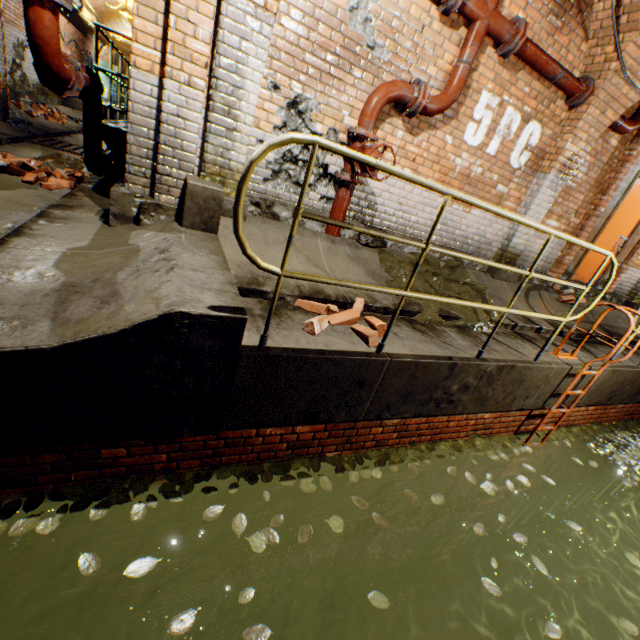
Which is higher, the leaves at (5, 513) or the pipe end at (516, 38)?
the pipe end at (516, 38)

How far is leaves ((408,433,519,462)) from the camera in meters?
3.5 m

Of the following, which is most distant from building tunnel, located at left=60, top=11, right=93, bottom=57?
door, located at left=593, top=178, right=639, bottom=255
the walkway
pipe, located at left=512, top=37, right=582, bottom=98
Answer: door, located at left=593, top=178, right=639, bottom=255

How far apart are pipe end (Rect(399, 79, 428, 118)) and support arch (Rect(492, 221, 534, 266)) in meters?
2.5 m

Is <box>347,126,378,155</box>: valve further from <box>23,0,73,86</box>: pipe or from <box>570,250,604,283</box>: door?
<box>570,250,604,283</box>: door

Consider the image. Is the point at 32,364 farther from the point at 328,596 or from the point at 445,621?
the point at 445,621

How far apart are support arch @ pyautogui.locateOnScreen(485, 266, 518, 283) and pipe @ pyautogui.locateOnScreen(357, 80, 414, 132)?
2.61m

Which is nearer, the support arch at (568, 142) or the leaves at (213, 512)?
the leaves at (213, 512)
